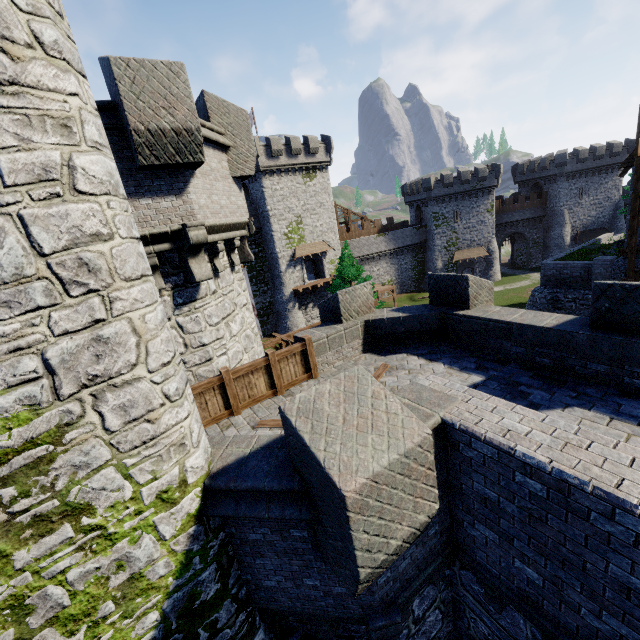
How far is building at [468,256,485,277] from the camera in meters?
50.4

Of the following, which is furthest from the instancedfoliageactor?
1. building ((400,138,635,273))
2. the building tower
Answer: building ((400,138,635,273))

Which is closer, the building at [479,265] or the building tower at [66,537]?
the building tower at [66,537]

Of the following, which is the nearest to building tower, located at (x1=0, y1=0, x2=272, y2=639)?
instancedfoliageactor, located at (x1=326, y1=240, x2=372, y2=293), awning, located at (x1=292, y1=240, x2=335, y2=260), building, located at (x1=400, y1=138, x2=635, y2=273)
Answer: instancedfoliageactor, located at (x1=326, y1=240, x2=372, y2=293)

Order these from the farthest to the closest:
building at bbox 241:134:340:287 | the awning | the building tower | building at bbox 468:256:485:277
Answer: →
1. building at bbox 468:256:485:277
2. the awning
3. building at bbox 241:134:340:287
4. the building tower

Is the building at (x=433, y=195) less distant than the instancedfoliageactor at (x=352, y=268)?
No

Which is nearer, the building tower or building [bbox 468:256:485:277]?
the building tower

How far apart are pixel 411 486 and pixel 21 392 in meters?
4.1 m
